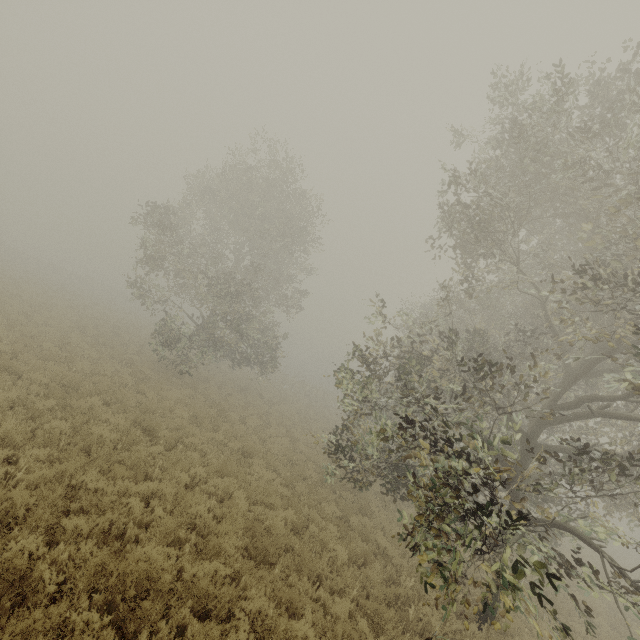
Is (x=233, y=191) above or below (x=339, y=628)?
above
